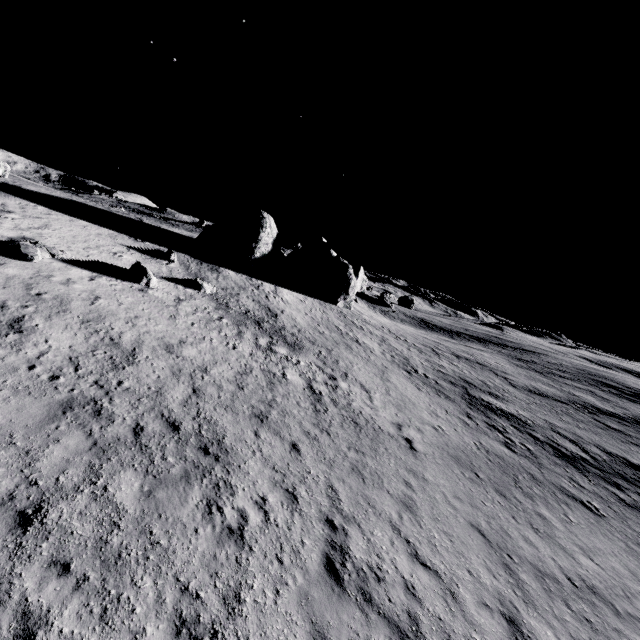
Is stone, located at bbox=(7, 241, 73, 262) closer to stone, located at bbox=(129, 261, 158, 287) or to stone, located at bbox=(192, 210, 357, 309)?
stone, located at bbox=(129, 261, 158, 287)

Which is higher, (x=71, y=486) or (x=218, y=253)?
(x=218, y=253)

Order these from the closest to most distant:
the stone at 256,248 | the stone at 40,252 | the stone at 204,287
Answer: the stone at 40,252, the stone at 204,287, the stone at 256,248

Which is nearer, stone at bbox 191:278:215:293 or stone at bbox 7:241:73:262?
stone at bbox 7:241:73:262

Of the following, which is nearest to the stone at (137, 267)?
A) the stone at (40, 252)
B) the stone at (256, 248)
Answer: the stone at (40, 252)

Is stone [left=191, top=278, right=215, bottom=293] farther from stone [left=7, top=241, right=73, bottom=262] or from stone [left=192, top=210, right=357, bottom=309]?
stone [left=192, top=210, right=357, bottom=309]

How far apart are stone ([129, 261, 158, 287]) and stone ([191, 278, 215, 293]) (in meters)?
2.86

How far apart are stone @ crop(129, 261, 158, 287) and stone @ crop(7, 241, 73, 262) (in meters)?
3.62
